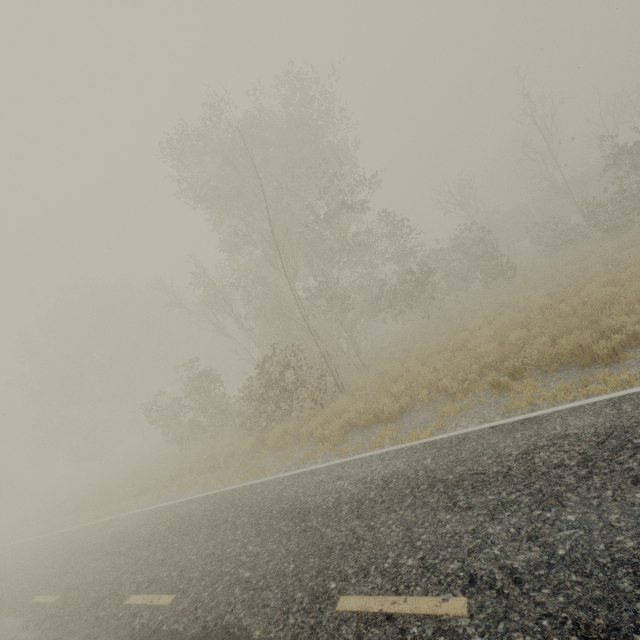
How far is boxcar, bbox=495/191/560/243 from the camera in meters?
35.6 m

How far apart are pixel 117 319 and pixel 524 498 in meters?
39.6

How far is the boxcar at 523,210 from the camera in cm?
3556
